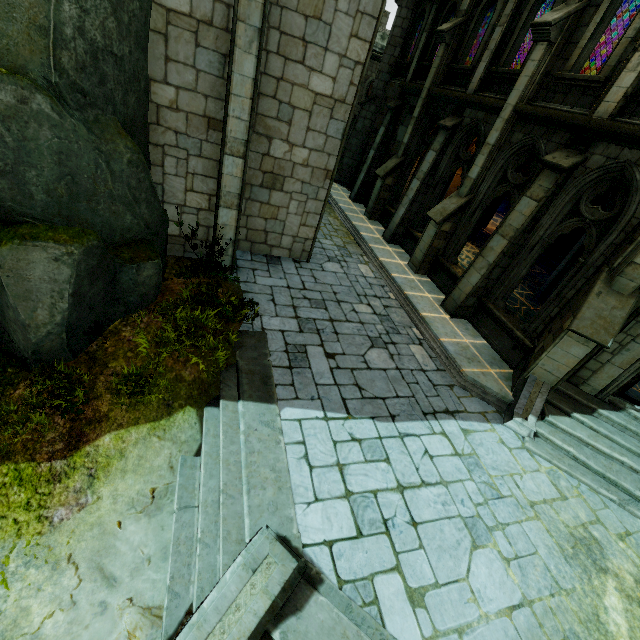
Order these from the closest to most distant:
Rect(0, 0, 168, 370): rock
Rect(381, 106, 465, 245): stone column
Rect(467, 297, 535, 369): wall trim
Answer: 1. Rect(0, 0, 168, 370): rock
2. Rect(467, 297, 535, 369): wall trim
3. Rect(381, 106, 465, 245): stone column

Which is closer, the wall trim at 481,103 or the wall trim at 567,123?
the wall trim at 567,123

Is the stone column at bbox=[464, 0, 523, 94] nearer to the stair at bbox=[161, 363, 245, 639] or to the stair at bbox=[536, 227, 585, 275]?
the stair at bbox=[536, 227, 585, 275]

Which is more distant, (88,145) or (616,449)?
(616,449)

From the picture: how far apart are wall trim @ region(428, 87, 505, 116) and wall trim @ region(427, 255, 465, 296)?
4.4 meters

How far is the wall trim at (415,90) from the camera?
13.29m

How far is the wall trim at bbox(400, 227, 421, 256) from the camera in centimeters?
1280cm

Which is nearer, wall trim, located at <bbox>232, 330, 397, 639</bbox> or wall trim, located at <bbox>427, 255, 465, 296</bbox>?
wall trim, located at <bbox>232, 330, 397, 639</bbox>
